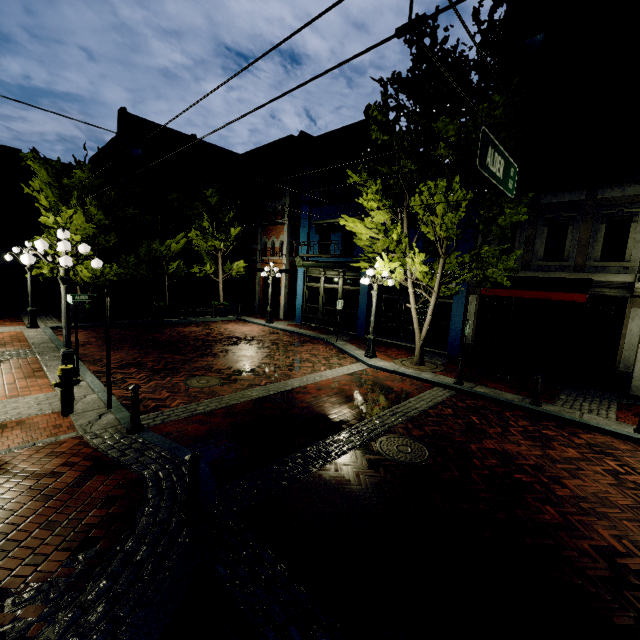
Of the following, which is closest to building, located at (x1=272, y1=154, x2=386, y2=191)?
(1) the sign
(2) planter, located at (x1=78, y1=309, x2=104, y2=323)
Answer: (1) the sign

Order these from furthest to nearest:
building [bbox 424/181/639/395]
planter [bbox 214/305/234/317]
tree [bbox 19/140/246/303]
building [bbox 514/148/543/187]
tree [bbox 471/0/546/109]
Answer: planter [bbox 214/305/234/317], tree [bbox 19/140/246/303], building [bbox 514/148/543/187], building [bbox 424/181/639/395], tree [bbox 471/0/546/109]

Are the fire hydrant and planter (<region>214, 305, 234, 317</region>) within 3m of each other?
no

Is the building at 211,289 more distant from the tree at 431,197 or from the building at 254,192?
the tree at 431,197

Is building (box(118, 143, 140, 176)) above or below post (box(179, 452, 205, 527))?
above

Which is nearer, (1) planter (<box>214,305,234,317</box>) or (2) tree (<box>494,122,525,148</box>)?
(2) tree (<box>494,122,525,148</box>)

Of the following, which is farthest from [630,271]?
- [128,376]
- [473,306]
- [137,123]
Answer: [137,123]

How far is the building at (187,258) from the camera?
26.5m
